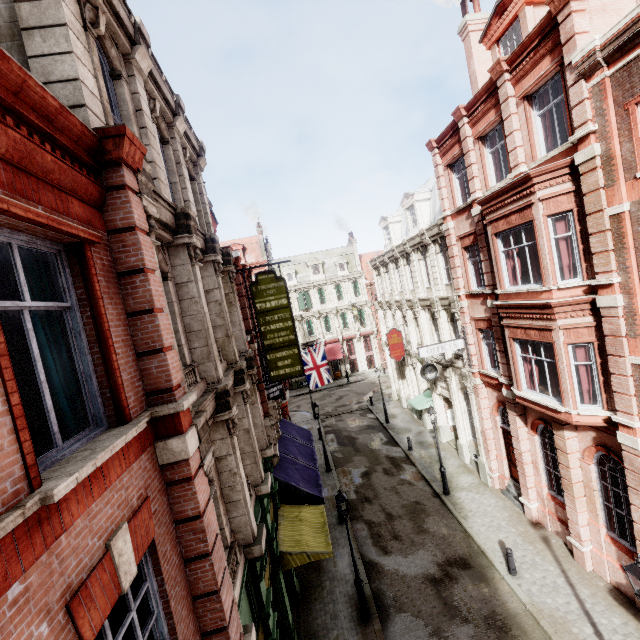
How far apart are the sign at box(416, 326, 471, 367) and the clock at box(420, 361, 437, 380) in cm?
261

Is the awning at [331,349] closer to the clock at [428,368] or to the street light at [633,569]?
the clock at [428,368]

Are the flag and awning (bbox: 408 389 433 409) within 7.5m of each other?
yes

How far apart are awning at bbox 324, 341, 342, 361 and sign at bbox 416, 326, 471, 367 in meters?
26.7

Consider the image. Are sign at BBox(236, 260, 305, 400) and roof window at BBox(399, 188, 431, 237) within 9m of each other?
no

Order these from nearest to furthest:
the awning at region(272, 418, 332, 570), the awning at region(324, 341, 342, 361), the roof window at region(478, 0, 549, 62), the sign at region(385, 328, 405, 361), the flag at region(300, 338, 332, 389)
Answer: the awning at region(272, 418, 332, 570)
the roof window at region(478, 0, 549, 62)
the flag at region(300, 338, 332, 389)
the sign at region(385, 328, 405, 361)
the awning at region(324, 341, 342, 361)

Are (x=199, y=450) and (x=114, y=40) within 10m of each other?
yes

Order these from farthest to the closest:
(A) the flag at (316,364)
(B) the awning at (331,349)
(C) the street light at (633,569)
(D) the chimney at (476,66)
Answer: (B) the awning at (331,349), (A) the flag at (316,364), (D) the chimney at (476,66), (C) the street light at (633,569)
